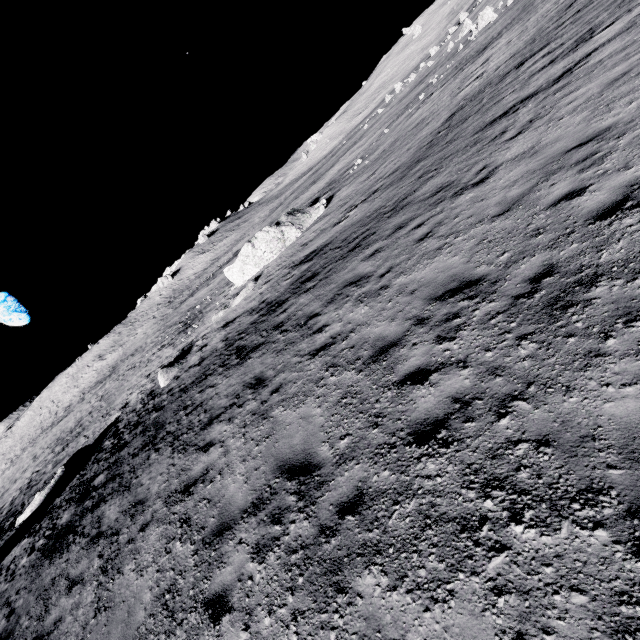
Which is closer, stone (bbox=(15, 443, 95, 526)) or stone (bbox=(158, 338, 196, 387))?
stone (bbox=(15, 443, 95, 526))

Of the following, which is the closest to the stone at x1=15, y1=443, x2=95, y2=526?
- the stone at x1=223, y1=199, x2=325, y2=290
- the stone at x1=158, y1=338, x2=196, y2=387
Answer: the stone at x1=158, y1=338, x2=196, y2=387

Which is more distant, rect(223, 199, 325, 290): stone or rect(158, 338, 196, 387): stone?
rect(223, 199, 325, 290): stone

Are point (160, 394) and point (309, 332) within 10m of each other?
no

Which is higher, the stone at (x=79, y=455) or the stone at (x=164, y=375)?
the stone at (x=79, y=455)

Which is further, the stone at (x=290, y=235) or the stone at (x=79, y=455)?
the stone at (x=290, y=235)

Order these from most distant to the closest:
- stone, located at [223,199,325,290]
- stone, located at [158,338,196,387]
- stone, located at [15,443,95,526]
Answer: stone, located at [223,199,325,290] → stone, located at [158,338,196,387] → stone, located at [15,443,95,526]

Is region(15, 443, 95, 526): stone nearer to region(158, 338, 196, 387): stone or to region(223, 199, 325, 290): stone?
region(158, 338, 196, 387): stone
